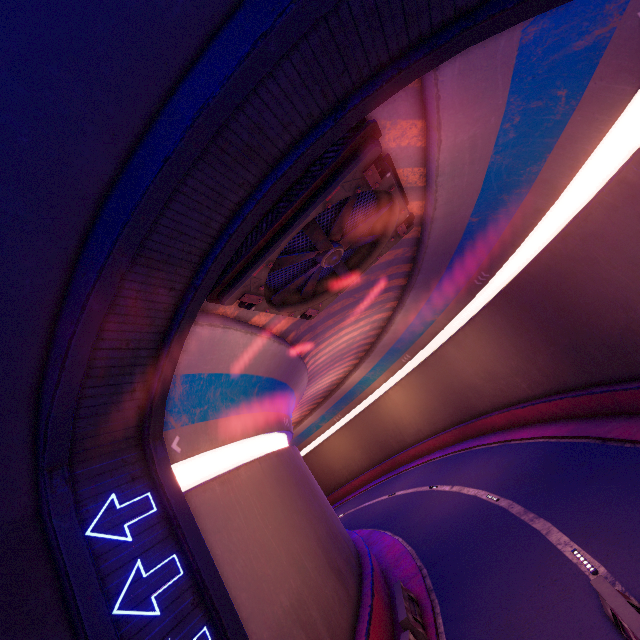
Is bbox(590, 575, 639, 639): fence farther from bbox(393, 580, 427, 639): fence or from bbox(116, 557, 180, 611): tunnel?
bbox(393, 580, 427, 639): fence

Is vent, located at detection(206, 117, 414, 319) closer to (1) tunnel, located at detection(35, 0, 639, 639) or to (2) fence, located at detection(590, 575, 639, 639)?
(1) tunnel, located at detection(35, 0, 639, 639)

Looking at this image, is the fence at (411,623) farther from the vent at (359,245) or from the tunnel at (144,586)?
the vent at (359,245)

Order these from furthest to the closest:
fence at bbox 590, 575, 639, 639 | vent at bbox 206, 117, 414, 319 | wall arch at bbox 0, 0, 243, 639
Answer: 1. vent at bbox 206, 117, 414, 319
2. fence at bbox 590, 575, 639, 639
3. wall arch at bbox 0, 0, 243, 639

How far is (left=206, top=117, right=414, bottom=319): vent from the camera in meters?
7.3 m

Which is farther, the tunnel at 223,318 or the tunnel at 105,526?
the tunnel at 105,526

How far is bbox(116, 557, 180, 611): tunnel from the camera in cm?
576

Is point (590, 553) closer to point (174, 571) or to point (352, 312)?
point (174, 571)
